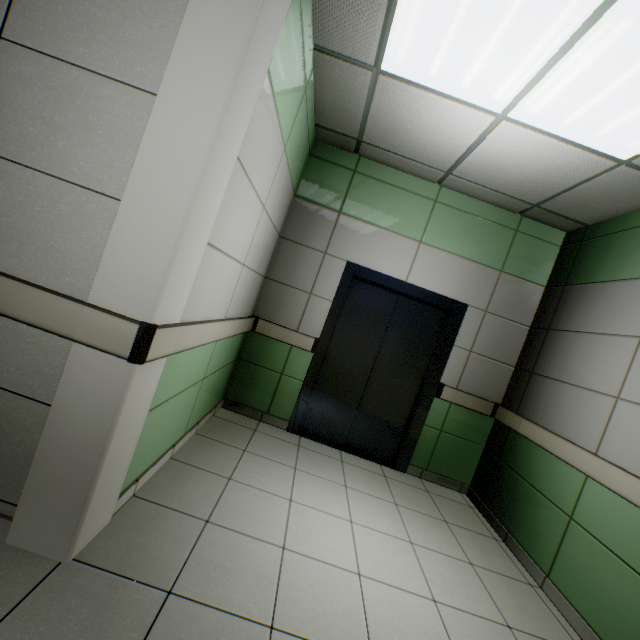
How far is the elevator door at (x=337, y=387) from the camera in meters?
3.9

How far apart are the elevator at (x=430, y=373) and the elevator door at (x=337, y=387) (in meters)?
0.00

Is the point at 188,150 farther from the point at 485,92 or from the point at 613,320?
the point at 613,320

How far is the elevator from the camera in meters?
3.7 m

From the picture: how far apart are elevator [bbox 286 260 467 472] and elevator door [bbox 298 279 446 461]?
0.00m

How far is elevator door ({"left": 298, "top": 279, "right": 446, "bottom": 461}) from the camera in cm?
386
